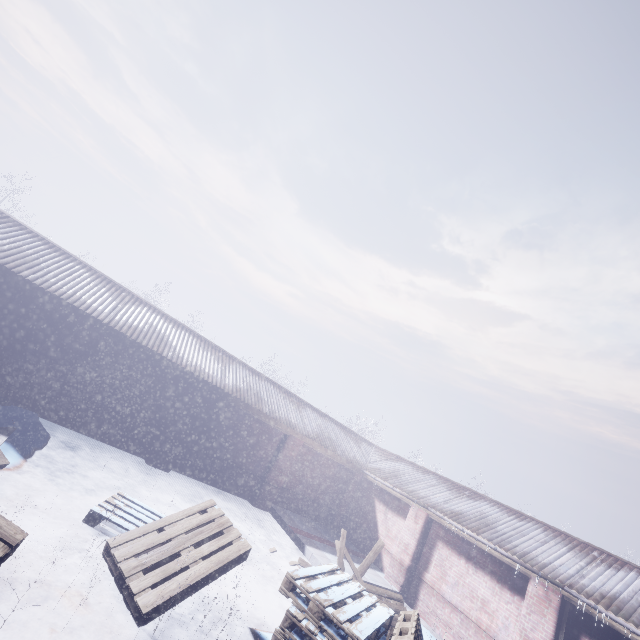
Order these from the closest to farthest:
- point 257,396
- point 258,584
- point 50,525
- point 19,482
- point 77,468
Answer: point 50,525, point 19,482, point 258,584, point 77,468, point 257,396

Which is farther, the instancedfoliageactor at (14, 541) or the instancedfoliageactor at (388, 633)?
the instancedfoliageactor at (388, 633)

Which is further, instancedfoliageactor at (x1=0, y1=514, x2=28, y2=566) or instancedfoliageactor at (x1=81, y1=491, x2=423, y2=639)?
instancedfoliageactor at (x1=81, y1=491, x2=423, y2=639)
